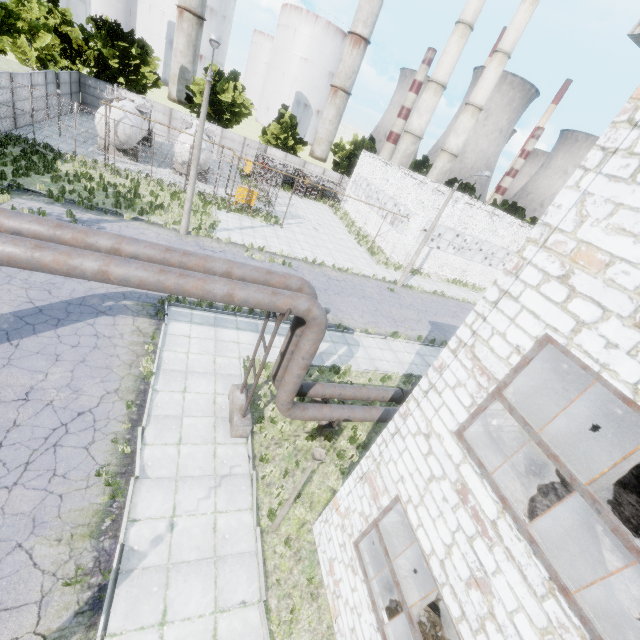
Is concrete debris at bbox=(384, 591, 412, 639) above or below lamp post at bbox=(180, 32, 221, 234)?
below

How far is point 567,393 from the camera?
7.28m

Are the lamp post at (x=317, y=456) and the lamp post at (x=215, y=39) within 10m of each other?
no

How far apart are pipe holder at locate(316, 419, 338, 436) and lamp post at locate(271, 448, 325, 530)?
3.4 meters

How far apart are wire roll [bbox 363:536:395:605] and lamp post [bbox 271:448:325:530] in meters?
2.1 m

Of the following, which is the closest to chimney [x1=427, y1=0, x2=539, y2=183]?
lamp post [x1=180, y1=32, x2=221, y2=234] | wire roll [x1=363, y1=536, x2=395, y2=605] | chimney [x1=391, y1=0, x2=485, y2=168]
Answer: chimney [x1=391, y1=0, x2=485, y2=168]

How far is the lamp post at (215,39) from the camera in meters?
14.2

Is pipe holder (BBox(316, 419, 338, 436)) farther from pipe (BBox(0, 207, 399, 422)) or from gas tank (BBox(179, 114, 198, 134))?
gas tank (BBox(179, 114, 198, 134))
